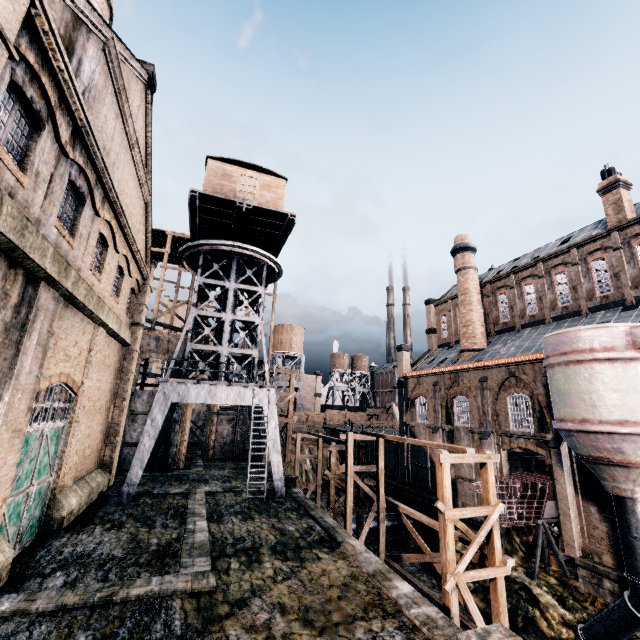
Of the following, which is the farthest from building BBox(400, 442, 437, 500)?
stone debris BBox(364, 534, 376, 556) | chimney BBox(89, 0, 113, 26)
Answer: stone debris BBox(364, 534, 376, 556)

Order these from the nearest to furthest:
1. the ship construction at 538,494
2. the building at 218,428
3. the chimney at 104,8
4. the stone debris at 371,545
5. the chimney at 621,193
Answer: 1. the chimney at 104,8
2. the ship construction at 538,494
3. the chimney at 621,193
4. the stone debris at 371,545
5. the building at 218,428

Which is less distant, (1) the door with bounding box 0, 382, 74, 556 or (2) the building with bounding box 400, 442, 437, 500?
(1) the door with bounding box 0, 382, 74, 556

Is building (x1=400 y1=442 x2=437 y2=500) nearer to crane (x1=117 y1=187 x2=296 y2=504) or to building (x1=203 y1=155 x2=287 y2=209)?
crane (x1=117 y1=187 x2=296 y2=504)

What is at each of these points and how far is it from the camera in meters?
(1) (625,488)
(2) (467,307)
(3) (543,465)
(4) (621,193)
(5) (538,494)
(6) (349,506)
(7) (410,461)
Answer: (1) silo, 15.4
(2) chimney, 34.5
(3) wood pile, 25.9
(4) chimney, 25.2
(5) ship construction, 22.5
(6) wooden scaffolding, 18.6
(7) building, 36.4

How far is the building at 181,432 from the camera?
27.6 meters

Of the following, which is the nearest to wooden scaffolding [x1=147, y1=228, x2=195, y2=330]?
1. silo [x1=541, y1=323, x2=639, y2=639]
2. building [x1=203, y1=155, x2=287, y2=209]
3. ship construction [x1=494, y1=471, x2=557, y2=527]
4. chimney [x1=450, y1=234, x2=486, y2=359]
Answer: building [x1=203, y1=155, x2=287, y2=209]
